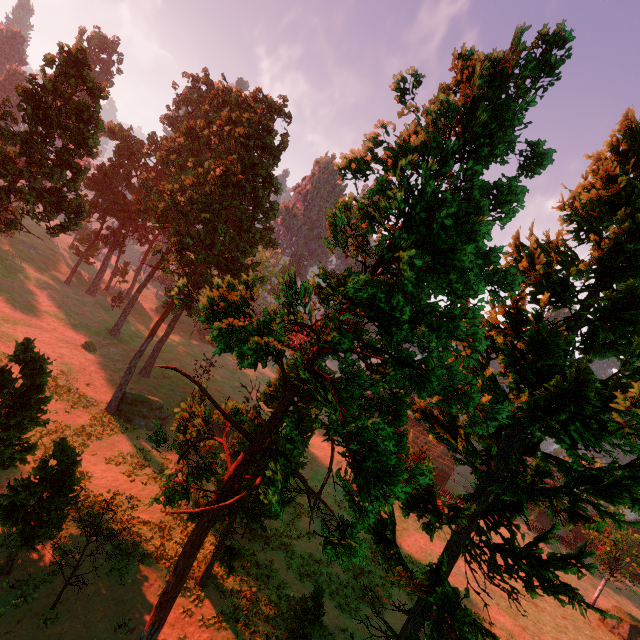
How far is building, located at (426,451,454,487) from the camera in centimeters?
5844cm

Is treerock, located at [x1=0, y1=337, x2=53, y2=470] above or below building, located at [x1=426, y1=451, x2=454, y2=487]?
above

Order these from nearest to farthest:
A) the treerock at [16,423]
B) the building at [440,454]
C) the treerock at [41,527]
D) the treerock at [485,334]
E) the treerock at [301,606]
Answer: the treerock at [485,334] → the treerock at [41,527] → the treerock at [16,423] → the treerock at [301,606] → the building at [440,454]

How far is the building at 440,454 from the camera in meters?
58.4

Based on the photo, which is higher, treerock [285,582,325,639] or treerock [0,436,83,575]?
treerock [0,436,83,575]

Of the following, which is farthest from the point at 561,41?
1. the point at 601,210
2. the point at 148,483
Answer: the point at 148,483

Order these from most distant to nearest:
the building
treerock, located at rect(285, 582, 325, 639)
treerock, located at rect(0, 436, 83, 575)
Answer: the building
treerock, located at rect(285, 582, 325, 639)
treerock, located at rect(0, 436, 83, 575)
